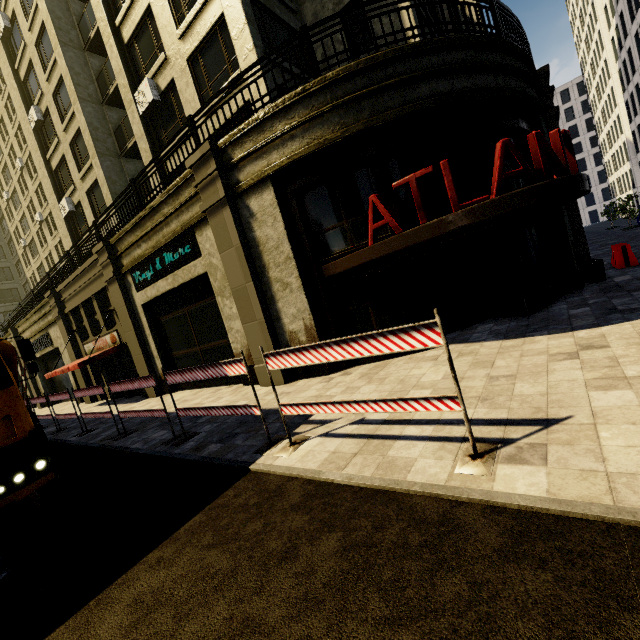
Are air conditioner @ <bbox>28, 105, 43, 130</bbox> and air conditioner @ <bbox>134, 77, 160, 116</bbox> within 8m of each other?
no

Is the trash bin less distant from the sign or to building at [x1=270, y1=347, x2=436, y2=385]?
building at [x1=270, y1=347, x2=436, y2=385]

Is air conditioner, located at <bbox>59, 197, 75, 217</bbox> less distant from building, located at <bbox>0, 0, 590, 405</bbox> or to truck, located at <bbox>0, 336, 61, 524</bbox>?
building, located at <bbox>0, 0, 590, 405</bbox>

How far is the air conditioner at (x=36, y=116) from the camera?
20.5 meters

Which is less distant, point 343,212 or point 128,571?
point 128,571

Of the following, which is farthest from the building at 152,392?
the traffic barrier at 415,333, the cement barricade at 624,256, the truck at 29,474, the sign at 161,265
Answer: the truck at 29,474

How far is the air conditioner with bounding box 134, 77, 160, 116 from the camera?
13.7m

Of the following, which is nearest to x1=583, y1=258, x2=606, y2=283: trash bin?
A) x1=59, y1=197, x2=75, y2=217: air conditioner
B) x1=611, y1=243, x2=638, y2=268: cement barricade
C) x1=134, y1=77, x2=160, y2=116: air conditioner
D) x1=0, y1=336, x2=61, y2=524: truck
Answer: x1=611, y1=243, x2=638, y2=268: cement barricade
